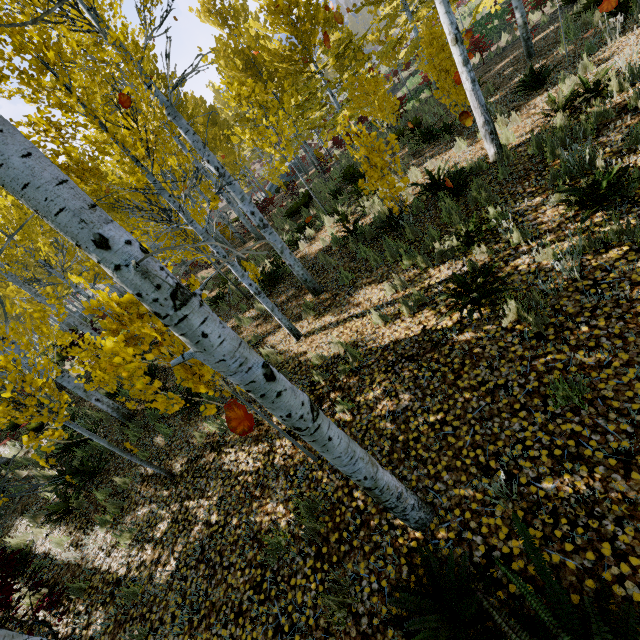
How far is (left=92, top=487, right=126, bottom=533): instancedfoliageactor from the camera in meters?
5.9

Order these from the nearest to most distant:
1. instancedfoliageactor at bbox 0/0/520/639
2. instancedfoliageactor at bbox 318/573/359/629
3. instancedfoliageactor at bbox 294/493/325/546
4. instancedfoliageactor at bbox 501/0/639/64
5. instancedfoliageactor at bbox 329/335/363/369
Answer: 1. instancedfoliageactor at bbox 0/0/520/639
2. instancedfoliageactor at bbox 318/573/359/629
3. instancedfoliageactor at bbox 294/493/325/546
4. instancedfoliageactor at bbox 329/335/363/369
5. instancedfoliageactor at bbox 501/0/639/64

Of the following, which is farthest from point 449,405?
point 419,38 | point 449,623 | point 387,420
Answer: point 419,38

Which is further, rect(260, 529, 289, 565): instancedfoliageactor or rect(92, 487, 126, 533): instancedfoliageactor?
rect(92, 487, 126, 533): instancedfoliageactor

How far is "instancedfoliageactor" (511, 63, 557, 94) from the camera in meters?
7.3 m

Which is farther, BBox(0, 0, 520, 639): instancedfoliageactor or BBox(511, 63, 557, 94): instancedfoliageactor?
BBox(511, 63, 557, 94): instancedfoliageactor

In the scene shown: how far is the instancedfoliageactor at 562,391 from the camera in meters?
2.8

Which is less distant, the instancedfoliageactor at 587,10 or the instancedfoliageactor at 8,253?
the instancedfoliageactor at 8,253
